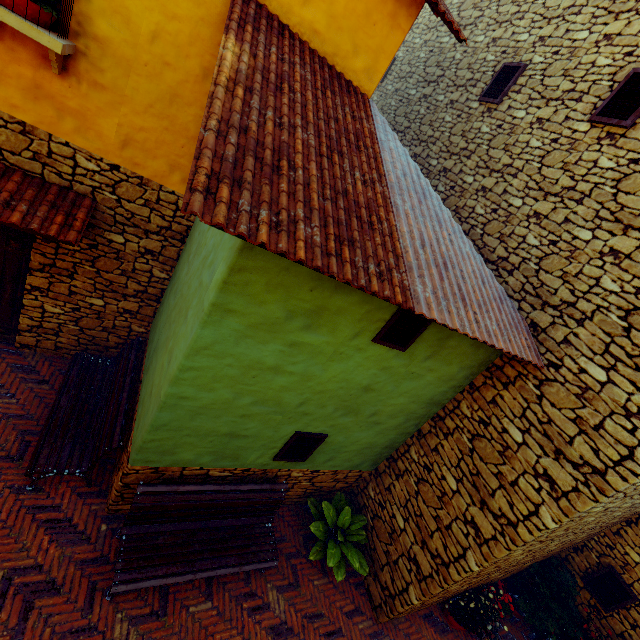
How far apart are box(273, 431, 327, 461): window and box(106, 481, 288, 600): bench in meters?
0.4 m

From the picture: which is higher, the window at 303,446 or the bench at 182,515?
the window at 303,446

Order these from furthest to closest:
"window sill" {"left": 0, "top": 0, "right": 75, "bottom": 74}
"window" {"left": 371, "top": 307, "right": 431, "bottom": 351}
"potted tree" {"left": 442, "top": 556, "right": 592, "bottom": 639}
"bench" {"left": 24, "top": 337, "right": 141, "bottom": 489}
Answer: "potted tree" {"left": 442, "top": 556, "right": 592, "bottom": 639}, "bench" {"left": 24, "top": 337, "right": 141, "bottom": 489}, "window" {"left": 371, "top": 307, "right": 431, "bottom": 351}, "window sill" {"left": 0, "top": 0, "right": 75, "bottom": 74}

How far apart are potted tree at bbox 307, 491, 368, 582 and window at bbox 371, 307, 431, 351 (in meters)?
3.40

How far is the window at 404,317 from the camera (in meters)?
3.63

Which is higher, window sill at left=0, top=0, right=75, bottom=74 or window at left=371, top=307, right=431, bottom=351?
window sill at left=0, top=0, right=75, bottom=74

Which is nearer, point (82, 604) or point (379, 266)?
point (379, 266)

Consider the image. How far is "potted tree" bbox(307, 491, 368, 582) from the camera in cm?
522
